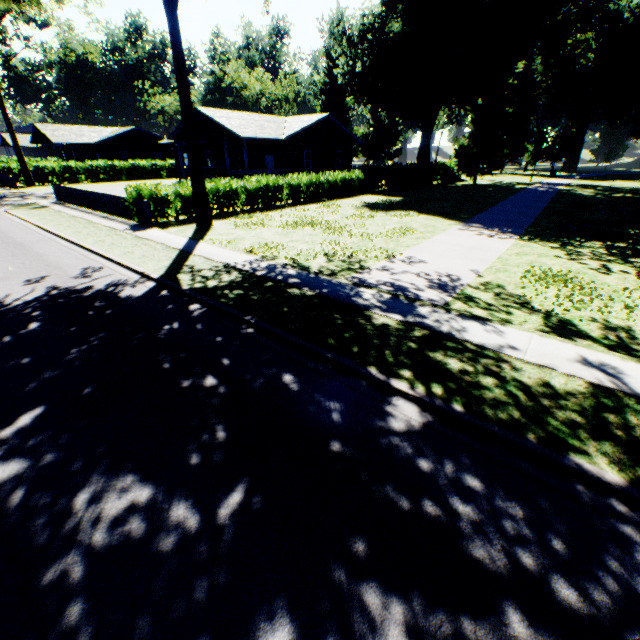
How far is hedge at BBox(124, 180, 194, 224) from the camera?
15.9m

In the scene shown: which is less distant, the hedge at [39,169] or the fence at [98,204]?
the fence at [98,204]

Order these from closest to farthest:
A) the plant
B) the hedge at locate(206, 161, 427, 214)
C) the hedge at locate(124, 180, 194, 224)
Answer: the hedge at locate(124, 180, 194, 224), the hedge at locate(206, 161, 427, 214), the plant

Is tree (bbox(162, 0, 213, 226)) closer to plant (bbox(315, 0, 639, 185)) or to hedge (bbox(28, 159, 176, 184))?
plant (bbox(315, 0, 639, 185))

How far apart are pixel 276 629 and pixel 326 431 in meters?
2.1 m

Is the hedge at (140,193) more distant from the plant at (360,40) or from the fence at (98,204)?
the plant at (360,40)

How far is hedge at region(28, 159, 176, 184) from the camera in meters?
36.7 m

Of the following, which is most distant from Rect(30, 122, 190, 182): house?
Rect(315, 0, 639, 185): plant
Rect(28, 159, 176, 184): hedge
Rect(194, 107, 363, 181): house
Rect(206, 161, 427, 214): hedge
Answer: Rect(206, 161, 427, 214): hedge
